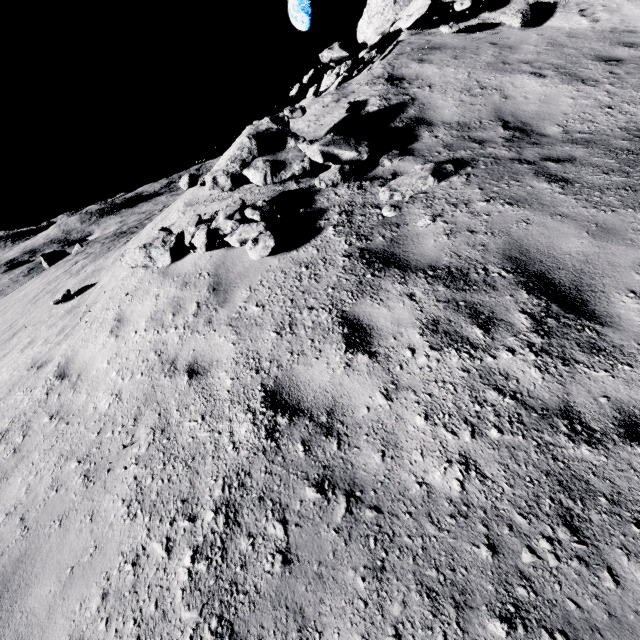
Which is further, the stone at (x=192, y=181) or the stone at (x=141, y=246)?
the stone at (x=192, y=181)

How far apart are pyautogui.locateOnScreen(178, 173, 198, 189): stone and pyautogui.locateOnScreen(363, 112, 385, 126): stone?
3.98m

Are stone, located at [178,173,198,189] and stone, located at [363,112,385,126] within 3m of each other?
no

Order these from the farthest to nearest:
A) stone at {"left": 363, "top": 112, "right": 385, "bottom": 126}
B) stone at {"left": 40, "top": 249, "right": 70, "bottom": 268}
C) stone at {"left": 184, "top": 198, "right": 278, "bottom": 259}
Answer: stone at {"left": 40, "top": 249, "right": 70, "bottom": 268} → stone at {"left": 363, "top": 112, "right": 385, "bottom": 126} → stone at {"left": 184, "top": 198, "right": 278, "bottom": 259}

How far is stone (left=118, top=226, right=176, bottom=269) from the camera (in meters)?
5.69

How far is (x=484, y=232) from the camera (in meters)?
3.87

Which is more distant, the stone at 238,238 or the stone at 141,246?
the stone at 141,246

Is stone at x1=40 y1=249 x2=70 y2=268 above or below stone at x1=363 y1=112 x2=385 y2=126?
below
